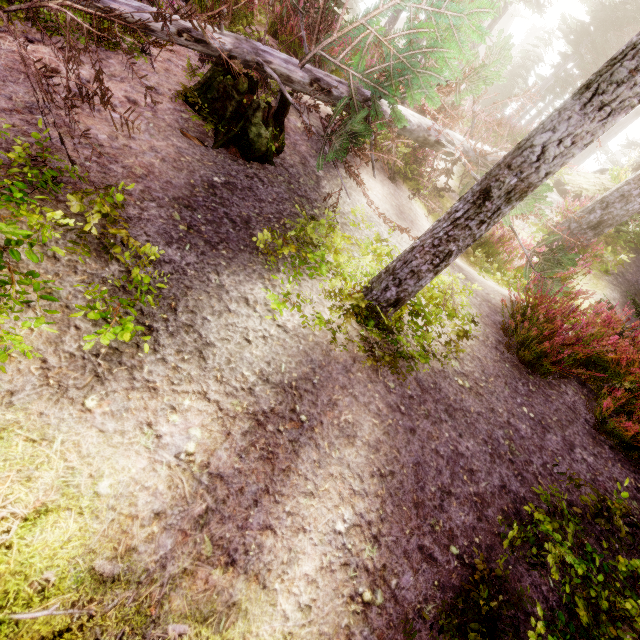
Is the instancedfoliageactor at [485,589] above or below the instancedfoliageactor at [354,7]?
above

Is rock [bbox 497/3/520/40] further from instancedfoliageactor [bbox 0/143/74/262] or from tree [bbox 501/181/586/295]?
tree [bbox 501/181/586/295]

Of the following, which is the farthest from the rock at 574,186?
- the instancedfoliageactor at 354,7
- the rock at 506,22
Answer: the rock at 506,22

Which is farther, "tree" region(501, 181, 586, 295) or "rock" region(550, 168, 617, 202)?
"rock" region(550, 168, 617, 202)

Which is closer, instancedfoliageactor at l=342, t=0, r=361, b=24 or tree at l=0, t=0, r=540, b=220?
tree at l=0, t=0, r=540, b=220

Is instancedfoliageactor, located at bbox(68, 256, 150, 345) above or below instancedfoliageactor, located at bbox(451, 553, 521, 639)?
above

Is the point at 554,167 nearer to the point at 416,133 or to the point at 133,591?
the point at 133,591
